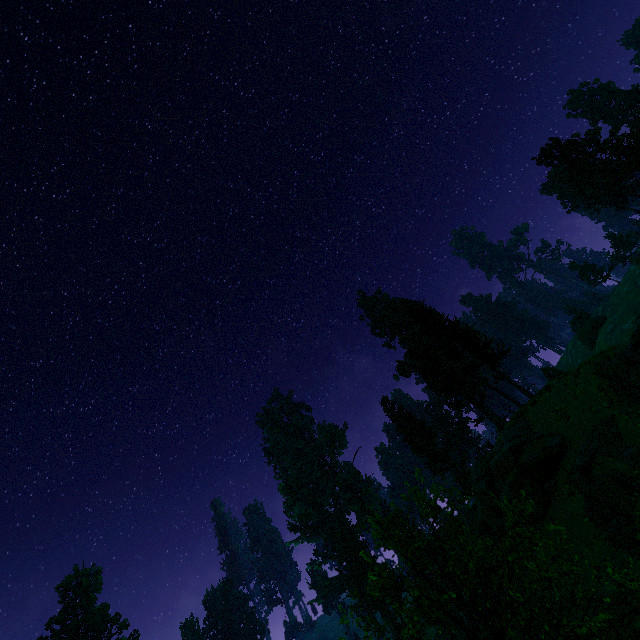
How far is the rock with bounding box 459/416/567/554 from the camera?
21.5m

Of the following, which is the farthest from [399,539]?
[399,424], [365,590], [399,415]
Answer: [365,590]

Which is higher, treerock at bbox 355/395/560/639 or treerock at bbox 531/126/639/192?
treerock at bbox 531/126/639/192

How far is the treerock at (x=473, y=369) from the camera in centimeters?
3131cm

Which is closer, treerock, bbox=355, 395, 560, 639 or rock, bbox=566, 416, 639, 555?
treerock, bbox=355, 395, 560, 639

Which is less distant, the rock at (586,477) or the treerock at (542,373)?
the rock at (586,477)

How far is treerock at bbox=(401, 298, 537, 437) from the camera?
31.3m

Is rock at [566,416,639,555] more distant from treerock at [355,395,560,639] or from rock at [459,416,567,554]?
treerock at [355,395,560,639]
